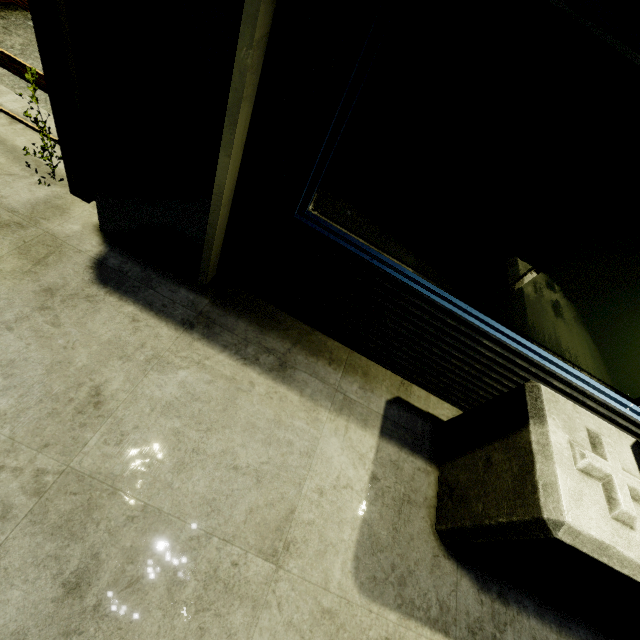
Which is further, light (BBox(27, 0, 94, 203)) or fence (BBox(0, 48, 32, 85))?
fence (BBox(0, 48, 32, 85))

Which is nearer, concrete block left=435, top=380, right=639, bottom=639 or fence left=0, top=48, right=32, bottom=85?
concrete block left=435, top=380, right=639, bottom=639

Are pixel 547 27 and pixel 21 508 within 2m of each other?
no

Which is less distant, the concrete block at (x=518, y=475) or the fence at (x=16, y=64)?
the concrete block at (x=518, y=475)

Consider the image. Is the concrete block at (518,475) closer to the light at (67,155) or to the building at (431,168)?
the building at (431,168)

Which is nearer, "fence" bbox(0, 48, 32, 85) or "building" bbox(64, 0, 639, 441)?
"building" bbox(64, 0, 639, 441)

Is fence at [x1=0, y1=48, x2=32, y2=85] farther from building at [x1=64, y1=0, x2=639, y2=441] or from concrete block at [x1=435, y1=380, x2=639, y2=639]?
concrete block at [x1=435, y1=380, x2=639, y2=639]

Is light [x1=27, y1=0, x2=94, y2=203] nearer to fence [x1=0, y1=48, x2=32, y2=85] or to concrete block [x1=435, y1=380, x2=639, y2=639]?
fence [x1=0, y1=48, x2=32, y2=85]
